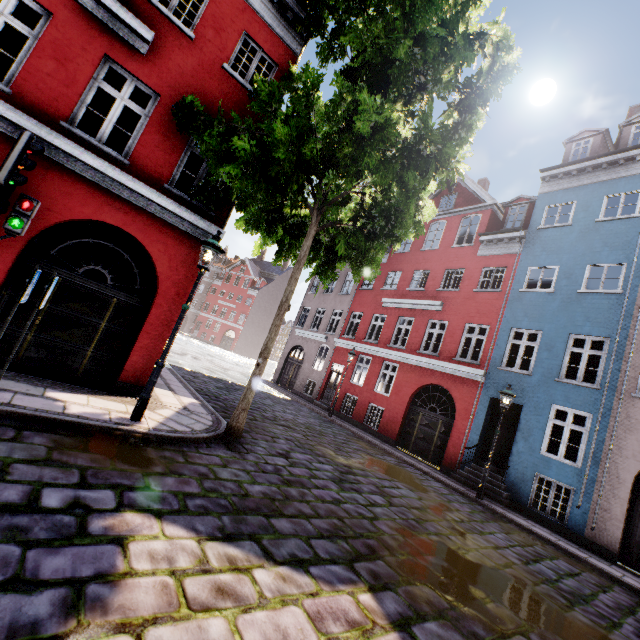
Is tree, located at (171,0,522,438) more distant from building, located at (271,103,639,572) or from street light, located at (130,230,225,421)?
building, located at (271,103,639,572)

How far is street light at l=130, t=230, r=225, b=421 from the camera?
5.8 meters

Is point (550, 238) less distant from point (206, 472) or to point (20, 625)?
point (206, 472)

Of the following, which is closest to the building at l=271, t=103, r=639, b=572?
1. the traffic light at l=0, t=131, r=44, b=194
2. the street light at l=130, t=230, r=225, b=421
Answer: the street light at l=130, t=230, r=225, b=421

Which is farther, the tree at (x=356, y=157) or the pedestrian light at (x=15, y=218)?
the tree at (x=356, y=157)

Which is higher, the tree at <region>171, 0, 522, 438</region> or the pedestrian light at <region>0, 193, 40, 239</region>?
the tree at <region>171, 0, 522, 438</region>

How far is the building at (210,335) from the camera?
53.4 meters
